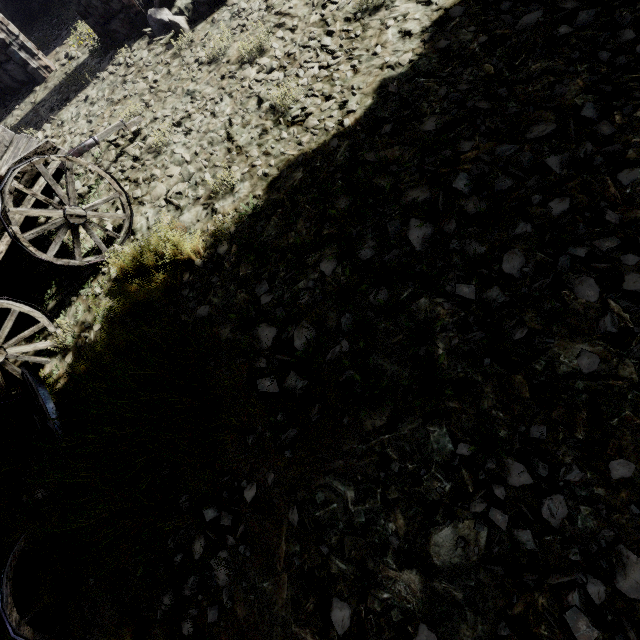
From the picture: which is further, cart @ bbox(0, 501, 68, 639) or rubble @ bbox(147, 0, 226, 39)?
rubble @ bbox(147, 0, 226, 39)

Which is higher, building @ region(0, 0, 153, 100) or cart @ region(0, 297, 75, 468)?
building @ region(0, 0, 153, 100)

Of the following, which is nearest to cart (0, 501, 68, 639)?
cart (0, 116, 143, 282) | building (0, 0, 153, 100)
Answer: cart (0, 116, 143, 282)

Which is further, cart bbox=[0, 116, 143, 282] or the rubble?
the rubble

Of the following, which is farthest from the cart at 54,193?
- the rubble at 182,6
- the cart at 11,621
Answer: the rubble at 182,6

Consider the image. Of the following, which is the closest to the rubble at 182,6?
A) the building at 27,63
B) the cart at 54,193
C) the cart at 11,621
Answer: the building at 27,63

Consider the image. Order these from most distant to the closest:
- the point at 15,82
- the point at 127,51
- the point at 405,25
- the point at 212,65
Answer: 1. the point at 15,82
2. the point at 127,51
3. the point at 212,65
4. the point at 405,25

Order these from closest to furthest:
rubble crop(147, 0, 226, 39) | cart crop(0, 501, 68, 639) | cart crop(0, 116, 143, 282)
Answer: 1. cart crop(0, 501, 68, 639)
2. cart crop(0, 116, 143, 282)
3. rubble crop(147, 0, 226, 39)
